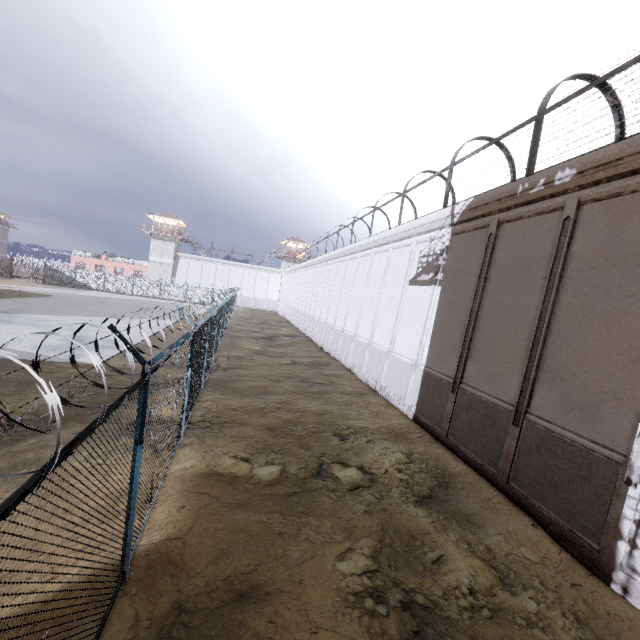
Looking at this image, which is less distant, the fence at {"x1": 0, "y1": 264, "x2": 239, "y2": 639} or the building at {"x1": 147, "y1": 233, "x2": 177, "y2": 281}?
the fence at {"x1": 0, "y1": 264, "x2": 239, "y2": 639}

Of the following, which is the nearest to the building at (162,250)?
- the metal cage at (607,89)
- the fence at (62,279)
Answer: the fence at (62,279)

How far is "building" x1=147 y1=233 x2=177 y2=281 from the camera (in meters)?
57.47

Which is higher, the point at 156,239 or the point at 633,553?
the point at 156,239

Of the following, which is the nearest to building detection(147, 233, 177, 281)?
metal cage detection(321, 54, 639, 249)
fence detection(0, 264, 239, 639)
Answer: fence detection(0, 264, 239, 639)

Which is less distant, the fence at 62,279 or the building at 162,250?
the fence at 62,279

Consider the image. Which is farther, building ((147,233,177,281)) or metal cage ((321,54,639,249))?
building ((147,233,177,281))
